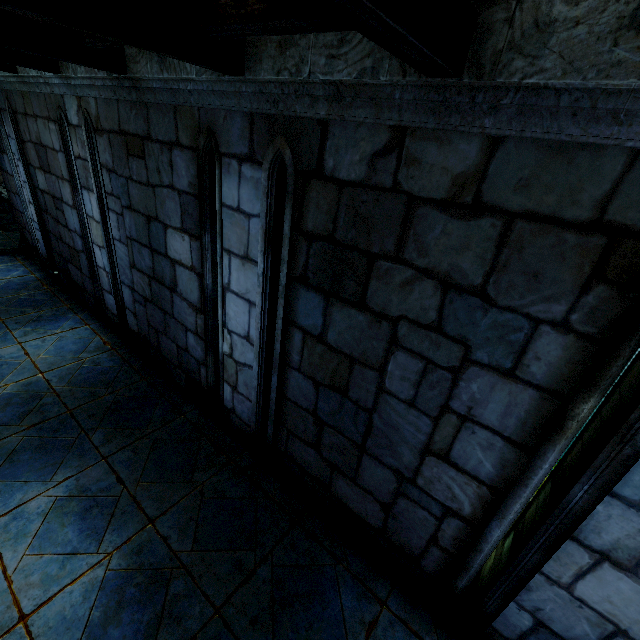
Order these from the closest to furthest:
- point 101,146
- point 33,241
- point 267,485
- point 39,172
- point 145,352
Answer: point 267,485 → point 101,146 → point 145,352 → point 39,172 → point 33,241
